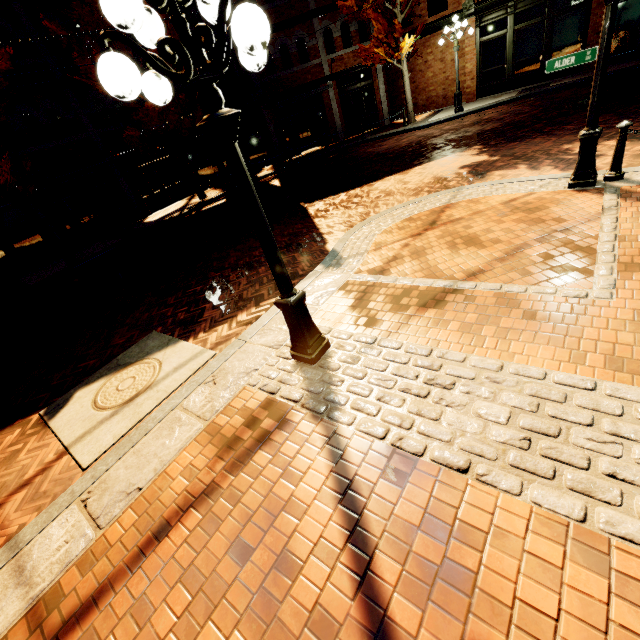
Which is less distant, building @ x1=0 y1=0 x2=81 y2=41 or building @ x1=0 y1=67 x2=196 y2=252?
building @ x1=0 y1=0 x2=81 y2=41

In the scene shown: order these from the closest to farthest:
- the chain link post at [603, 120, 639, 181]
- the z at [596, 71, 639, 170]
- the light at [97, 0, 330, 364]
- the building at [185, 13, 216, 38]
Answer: the light at [97, 0, 330, 364] → the chain link post at [603, 120, 639, 181] → the z at [596, 71, 639, 170] → the building at [185, 13, 216, 38]

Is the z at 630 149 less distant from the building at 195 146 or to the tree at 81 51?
the tree at 81 51

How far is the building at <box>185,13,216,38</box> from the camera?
15.97m

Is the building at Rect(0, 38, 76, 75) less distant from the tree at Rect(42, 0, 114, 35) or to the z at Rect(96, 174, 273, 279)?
the tree at Rect(42, 0, 114, 35)

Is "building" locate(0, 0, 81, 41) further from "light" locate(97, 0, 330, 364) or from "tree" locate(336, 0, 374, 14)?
"light" locate(97, 0, 330, 364)

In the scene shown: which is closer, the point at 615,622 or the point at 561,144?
the point at 615,622

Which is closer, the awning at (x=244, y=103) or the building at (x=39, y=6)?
the building at (x=39, y=6)
